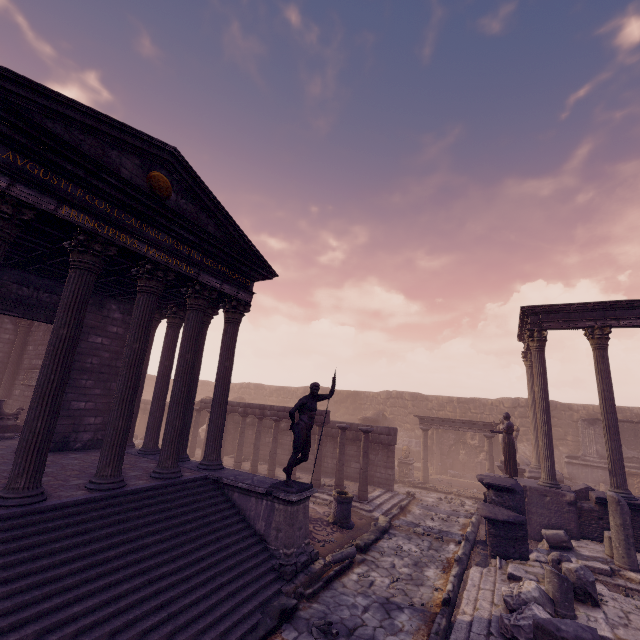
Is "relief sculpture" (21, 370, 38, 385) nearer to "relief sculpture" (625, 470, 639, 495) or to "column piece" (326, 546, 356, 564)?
"column piece" (326, 546, 356, 564)

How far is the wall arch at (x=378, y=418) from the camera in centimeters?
2098cm

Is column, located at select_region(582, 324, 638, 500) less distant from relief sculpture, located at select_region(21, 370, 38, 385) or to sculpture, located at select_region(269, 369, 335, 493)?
sculpture, located at select_region(269, 369, 335, 493)

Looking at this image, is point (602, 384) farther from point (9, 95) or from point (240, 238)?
point (9, 95)

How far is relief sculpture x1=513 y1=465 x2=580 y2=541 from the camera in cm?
1016

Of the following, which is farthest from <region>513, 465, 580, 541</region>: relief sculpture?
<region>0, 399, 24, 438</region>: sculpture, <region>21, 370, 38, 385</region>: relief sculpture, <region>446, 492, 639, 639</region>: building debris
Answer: <region>0, 399, 24, 438</region>: sculpture

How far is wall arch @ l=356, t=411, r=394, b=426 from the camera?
21.0 meters

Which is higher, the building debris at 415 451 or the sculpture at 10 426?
the sculpture at 10 426
